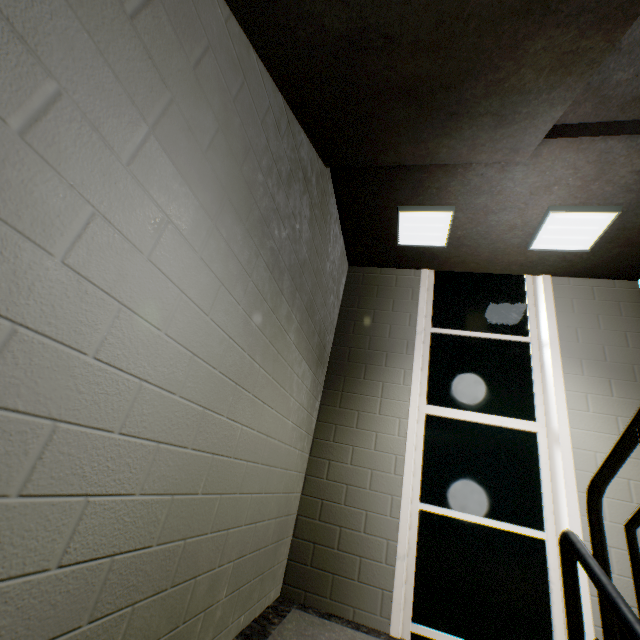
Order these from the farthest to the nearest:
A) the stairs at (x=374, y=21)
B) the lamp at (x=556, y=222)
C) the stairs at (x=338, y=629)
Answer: the lamp at (x=556, y=222) → the stairs at (x=338, y=629) → the stairs at (x=374, y=21)

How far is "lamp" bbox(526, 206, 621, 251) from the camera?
2.6 meters

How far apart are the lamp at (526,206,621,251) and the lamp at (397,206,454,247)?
0.74m

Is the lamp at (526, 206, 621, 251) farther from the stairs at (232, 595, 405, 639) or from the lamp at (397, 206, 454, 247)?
the lamp at (397, 206, 454, 247)

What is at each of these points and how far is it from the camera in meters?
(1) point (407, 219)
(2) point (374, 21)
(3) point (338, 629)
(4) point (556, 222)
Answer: (1) lamp, 3.1 m
(2) stairs, 1.3 m
(3) stairs, 2.3 m
(4) lamp, 2.8 m

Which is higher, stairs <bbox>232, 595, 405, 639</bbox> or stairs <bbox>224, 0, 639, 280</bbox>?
stairs <bbox>224, 0, 639, 280</bbox>

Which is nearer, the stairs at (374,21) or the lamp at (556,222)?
the stairs at (374,21)
